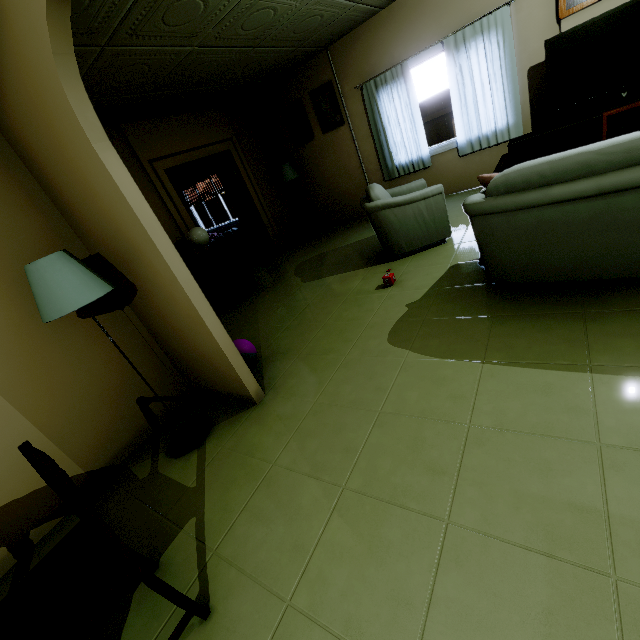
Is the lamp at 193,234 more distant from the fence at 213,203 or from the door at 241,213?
the fence at 213,203

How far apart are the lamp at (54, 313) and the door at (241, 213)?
4.8 meters

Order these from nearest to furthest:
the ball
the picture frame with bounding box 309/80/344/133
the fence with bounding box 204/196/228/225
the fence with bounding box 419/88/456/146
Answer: the ball < the picture frame with bounding box 309/80/344/133 < the fence with bounding box 419/88/456/146 < the fence with bounding box 204/196/228/225

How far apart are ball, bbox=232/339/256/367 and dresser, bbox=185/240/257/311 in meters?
1.9 m

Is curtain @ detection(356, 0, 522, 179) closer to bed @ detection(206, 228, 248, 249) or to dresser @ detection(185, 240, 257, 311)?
dresser @ detection(185, 240, 257, 311)

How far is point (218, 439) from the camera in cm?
229

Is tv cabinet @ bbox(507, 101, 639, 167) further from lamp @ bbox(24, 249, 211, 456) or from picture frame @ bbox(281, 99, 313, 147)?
lamp @ bbox(24, 249, 211, 456)

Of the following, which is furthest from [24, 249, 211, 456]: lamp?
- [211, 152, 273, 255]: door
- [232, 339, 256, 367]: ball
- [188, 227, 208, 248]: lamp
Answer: [211, 152, 273, 255]: door
